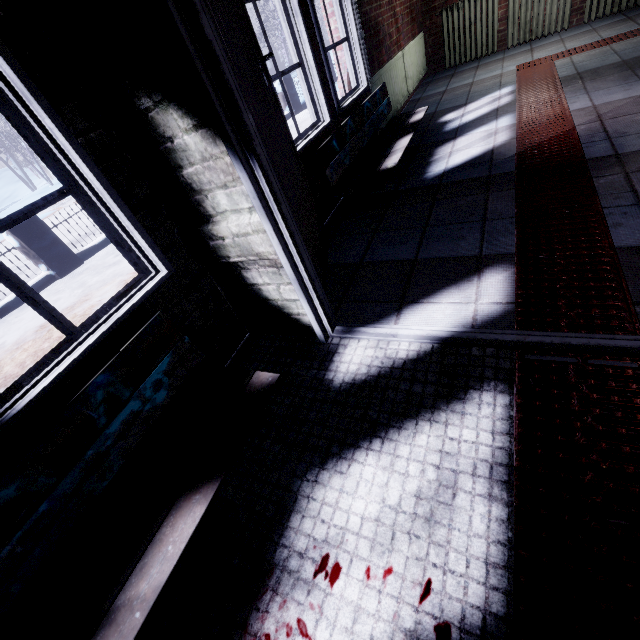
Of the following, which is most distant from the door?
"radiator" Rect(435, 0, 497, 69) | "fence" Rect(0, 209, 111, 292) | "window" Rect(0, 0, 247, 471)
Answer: "radiator" Rect(435, 0, 497, 69)

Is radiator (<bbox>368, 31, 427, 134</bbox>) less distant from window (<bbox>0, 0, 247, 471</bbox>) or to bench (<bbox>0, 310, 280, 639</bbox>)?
window (<bbox>0, 0, 247, 471</bbox>)

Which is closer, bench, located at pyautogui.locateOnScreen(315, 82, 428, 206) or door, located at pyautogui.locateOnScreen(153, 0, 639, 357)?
door, located at pyautogui.locateOnScreen(153, 0, 639, 357)

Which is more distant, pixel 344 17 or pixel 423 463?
pixel 344 17

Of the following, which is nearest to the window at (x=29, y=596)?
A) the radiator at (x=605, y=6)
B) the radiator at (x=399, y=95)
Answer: the radiator at (x=399, y=95)

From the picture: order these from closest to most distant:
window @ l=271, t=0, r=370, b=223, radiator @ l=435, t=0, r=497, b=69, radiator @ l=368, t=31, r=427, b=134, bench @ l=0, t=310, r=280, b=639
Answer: bench @ l=0, t=310, r=280, b=639 → window @ l=271, t=0, r=370, b=223 → radiator @ l=368, t=31, r=427, b=134 → radiator @ l=435, t=0, r=497, b=69

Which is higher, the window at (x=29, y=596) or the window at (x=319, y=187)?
Answer: the window at (x=319, y=187)

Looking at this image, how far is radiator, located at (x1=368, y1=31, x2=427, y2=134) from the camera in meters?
3.7
